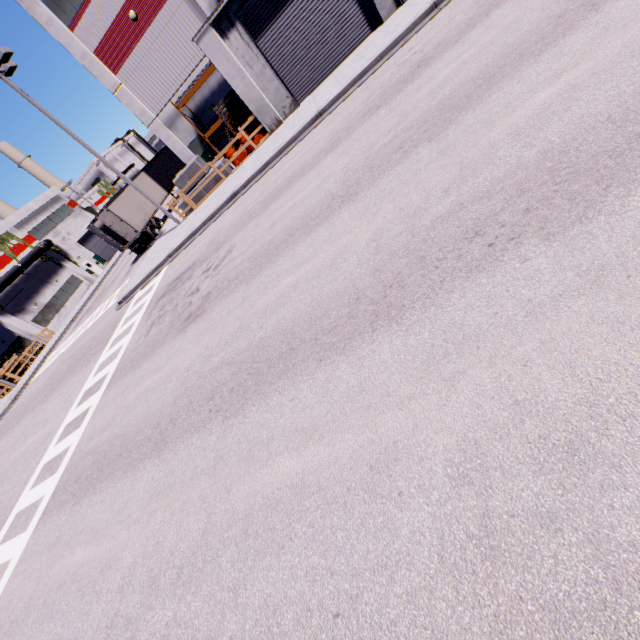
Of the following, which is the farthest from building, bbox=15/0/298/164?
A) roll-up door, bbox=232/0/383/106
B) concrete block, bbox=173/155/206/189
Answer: concrete block, bbox=173/155/206/189

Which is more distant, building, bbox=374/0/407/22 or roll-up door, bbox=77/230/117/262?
roll-up door, bbox=77/230/117/262

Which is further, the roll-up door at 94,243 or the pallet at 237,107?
the roll-up door at 94,243

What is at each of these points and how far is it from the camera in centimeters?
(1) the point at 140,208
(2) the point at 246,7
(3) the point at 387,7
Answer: (1) semi trailer, 2586cm
(2) roll-up door, 1405cm
(3) building, 1412cm

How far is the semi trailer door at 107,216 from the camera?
23.47m

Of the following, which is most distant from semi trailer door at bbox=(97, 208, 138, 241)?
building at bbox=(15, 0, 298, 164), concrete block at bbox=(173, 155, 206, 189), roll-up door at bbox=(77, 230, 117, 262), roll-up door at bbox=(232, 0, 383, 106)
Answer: roll-up door at bbox=(77, 230, 117, 262)

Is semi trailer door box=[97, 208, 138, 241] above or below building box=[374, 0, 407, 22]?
above

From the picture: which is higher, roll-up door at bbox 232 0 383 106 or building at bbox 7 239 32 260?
building at bbox 7 239 32 260
